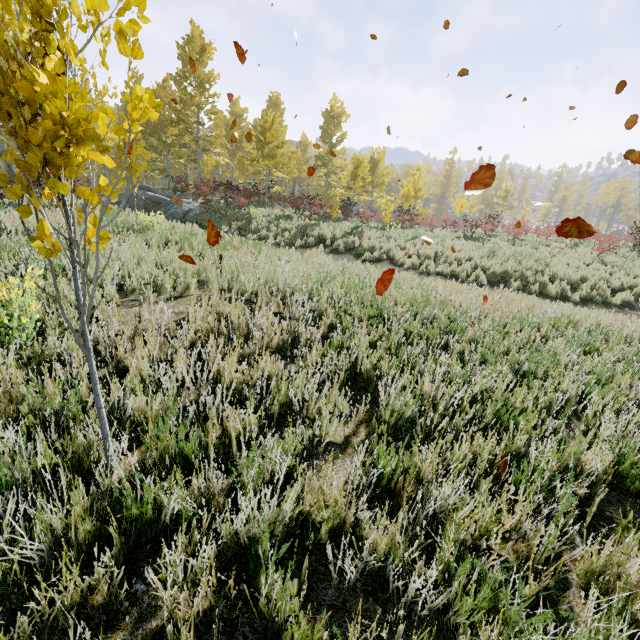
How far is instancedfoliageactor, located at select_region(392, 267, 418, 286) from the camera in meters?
7.1 m

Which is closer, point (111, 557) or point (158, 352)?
point (111, 557)

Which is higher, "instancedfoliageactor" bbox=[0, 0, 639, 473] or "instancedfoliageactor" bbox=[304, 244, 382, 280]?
"instancedfoliageactor" bbox=[0, 0, 639, 473]

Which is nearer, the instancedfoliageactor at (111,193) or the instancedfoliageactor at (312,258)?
the instancedfoliageactor at (111,193)

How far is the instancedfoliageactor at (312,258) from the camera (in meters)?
7.11

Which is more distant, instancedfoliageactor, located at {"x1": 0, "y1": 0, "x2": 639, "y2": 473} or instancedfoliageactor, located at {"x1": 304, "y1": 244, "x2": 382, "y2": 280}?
instancedfoliageactor, located at {"x1": 304, "y1": 244, "x2": 382, "y2": 280}
